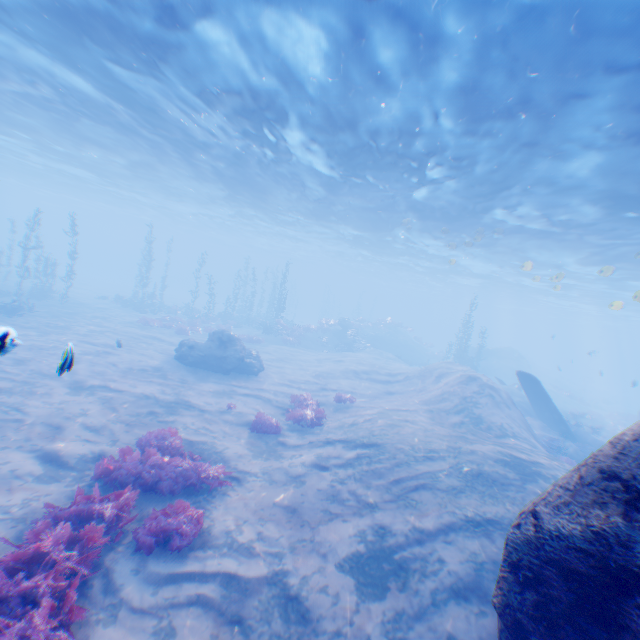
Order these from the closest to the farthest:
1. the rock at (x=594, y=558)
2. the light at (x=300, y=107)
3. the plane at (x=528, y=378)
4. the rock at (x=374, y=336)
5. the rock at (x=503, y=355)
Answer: the rock at (x=594, y=558), the light at (x=300, y=107), the plane at (x=528, y=378), the rock at (x=374, y=336), the rock at (x=503, y=355)

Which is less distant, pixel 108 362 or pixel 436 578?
pixel 436 578

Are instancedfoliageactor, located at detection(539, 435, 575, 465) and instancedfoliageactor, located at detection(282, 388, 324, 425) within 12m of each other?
yes

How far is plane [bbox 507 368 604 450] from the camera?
18.0m

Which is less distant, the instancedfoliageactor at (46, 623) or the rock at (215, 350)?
the instancedfoliageactor at (46, 623)

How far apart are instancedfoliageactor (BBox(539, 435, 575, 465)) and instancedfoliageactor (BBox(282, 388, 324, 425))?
11.01m

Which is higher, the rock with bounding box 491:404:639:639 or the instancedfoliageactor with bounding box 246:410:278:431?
the rock with bounding box 491:404:639:639

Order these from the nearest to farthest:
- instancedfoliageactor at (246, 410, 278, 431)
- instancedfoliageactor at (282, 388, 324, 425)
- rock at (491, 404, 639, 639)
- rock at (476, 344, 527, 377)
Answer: rock at (491, 404, 639, 639)
instancedfoliageactor at (246, 410, 278, 431)
instancedfoliageactor at (282, 388, 324, 425)
rock at (476, 344, 527, 377)
